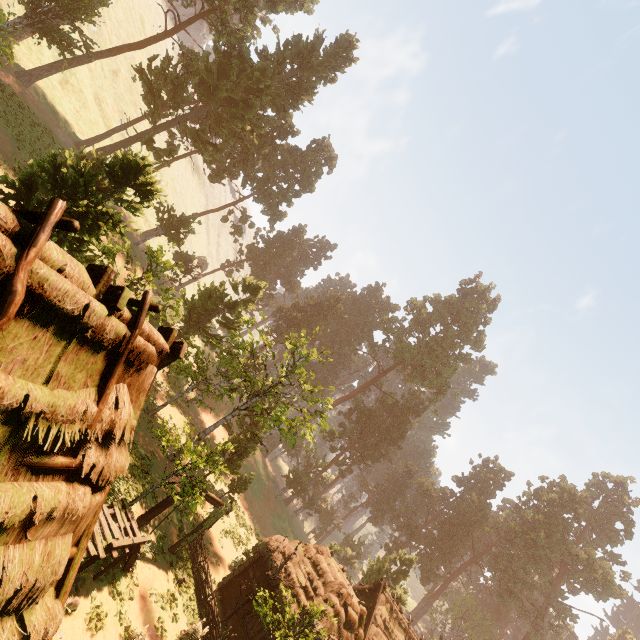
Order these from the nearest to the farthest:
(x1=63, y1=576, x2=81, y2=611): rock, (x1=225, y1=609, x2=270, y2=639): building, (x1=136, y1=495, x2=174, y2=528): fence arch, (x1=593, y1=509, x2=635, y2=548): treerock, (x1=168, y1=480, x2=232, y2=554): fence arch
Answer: (x1=63, y1=576, x2=81, y2=611): rock, (x1=136, y1=495, x2=174, y2=528): fence arch, (x1=168, y1=480, x2=232, y2=554): fence arch, (x1=225, y1=609, x2=270, y2=639): building, (x1=593, y1=509, x2=635, y2=548): treerock

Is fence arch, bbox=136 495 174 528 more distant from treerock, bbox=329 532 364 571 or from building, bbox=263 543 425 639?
Answer: treerock, bbox=329 532 364 571

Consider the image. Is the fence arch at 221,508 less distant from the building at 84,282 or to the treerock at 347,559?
the building at 84,282

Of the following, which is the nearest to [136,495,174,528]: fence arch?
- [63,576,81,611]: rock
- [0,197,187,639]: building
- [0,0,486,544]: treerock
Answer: [0,197,187,639]: building

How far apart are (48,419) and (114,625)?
12.75m

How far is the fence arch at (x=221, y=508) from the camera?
16.2 meters

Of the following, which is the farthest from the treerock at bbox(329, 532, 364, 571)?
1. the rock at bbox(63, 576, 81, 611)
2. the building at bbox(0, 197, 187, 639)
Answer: the rock at bbox(63, 576, 81, 611)
